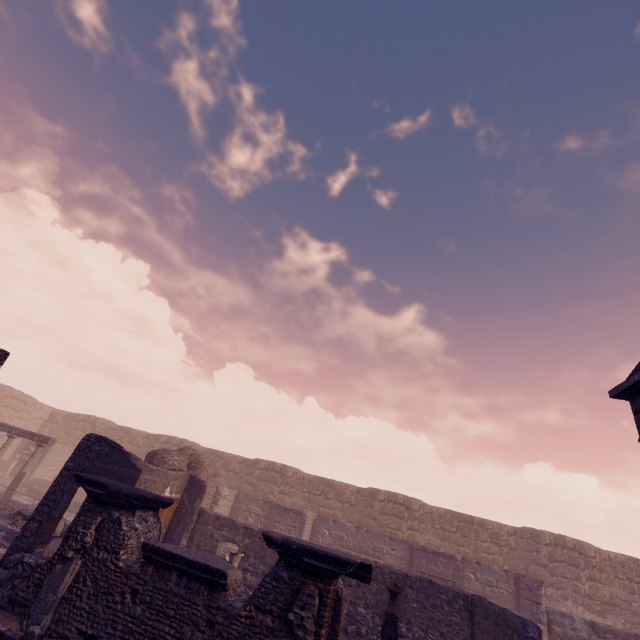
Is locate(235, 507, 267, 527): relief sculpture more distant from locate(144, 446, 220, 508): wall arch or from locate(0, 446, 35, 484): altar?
locate(0, 446, 35, 484): altar

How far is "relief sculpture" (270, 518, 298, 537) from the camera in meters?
15.1

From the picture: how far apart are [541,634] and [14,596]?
9.8 meters

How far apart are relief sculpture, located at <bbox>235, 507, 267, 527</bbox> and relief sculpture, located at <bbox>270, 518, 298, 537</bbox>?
1.8 meters

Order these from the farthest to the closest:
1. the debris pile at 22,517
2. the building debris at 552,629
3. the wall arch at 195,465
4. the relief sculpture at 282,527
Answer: the relief sculpture at 282,527 → the wall arch at 195,465 → the building debris at 552,629 → the debris pile at 22,517

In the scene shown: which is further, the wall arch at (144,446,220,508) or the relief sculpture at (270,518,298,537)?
the relief sculpture at (270,518,298,537)

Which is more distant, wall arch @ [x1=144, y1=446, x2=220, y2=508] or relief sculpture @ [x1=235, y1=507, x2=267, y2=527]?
relief sculpture @ [x1=235, y1=507, x2=267, y2=527]

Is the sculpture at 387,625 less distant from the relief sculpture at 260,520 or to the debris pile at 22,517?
the debris pile at 22,517
